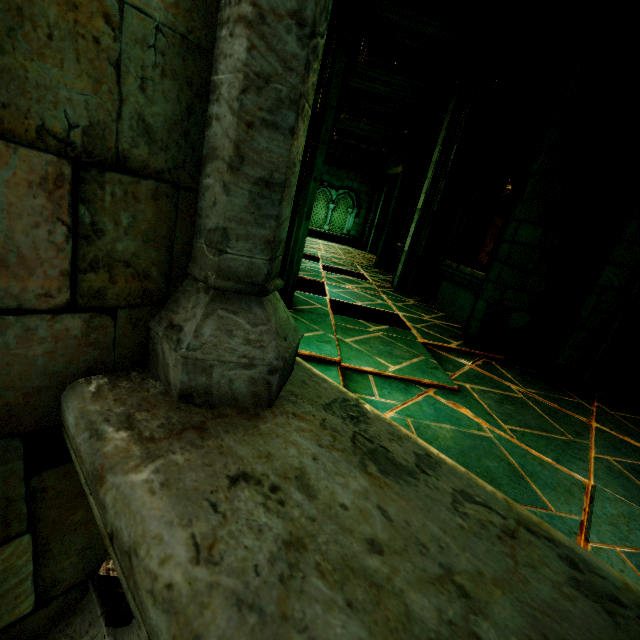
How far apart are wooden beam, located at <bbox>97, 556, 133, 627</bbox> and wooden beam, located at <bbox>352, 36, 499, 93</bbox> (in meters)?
6.74

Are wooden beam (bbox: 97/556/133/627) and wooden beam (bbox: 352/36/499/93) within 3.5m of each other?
no

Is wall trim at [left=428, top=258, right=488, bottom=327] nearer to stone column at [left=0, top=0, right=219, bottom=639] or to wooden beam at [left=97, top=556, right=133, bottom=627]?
stone column at [left=0, top=0, right=219, bottom=639]

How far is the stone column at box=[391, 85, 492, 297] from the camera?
5.6 meters

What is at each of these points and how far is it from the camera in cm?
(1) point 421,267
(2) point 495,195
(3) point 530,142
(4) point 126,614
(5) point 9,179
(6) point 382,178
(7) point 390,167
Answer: (1) stone column, 642
(2) stone column, 618
(3) wall trim, 827
(4) wooden beam, 97
(5) stone column, 60
(6) stone column, 1385
(7) stone beam, 1285

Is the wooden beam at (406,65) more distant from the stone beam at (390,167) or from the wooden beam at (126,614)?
the wooden beam at (126,614)

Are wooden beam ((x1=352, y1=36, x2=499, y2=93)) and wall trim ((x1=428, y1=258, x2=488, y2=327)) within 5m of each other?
yes

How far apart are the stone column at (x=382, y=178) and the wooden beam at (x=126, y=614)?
14.6 meters
